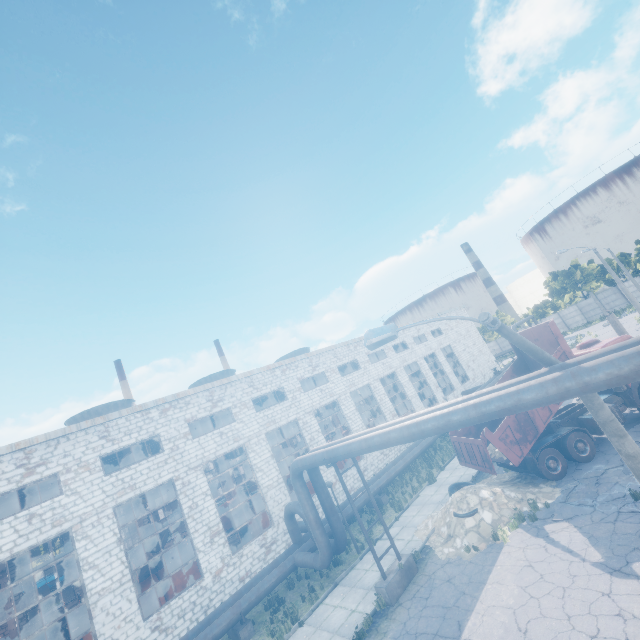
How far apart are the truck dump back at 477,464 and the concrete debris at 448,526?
0.62m

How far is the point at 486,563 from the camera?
10.7 meters

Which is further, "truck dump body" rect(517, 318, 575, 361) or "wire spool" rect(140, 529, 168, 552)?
"wire spool" rect(140, 529, 168, 552)

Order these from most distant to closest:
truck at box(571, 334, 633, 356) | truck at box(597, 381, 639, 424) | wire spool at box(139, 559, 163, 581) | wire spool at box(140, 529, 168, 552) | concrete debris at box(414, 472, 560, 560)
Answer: wire spool at box(139, 559, 163, 581), wire spool at box(140, 529, 168, 552), truck at box(571, 334, 633, 356), truck at box(597, 381, 639, 424), concrete debris at box(414, 472, 560, 560)

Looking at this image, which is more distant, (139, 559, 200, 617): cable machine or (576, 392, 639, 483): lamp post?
(139, 559, 200, 617): cable machine

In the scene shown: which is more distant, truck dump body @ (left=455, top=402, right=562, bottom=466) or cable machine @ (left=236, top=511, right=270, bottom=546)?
cable machine @ (left=236, top=511, right=270, bottom=546)

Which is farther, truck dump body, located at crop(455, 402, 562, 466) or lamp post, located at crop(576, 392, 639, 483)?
truck dump body, located at crop(455, 402, 562, 466)

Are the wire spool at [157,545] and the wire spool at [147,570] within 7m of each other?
yes
